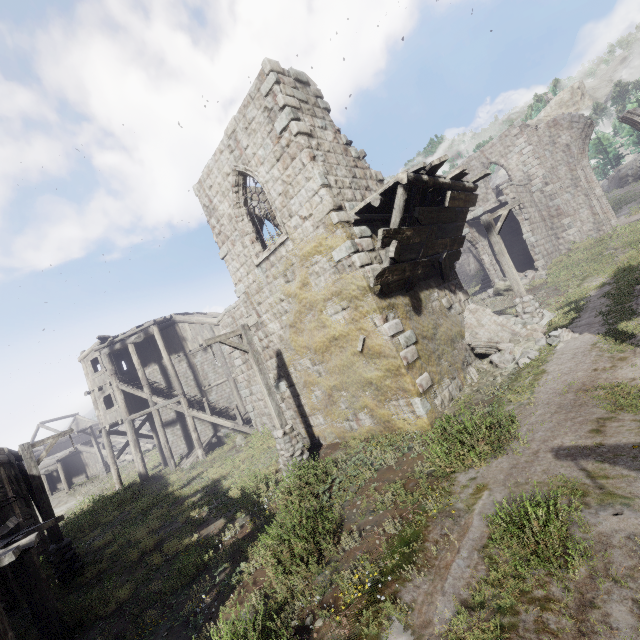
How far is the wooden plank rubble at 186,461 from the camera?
→ 20.81m

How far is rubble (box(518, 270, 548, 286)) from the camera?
20.02m

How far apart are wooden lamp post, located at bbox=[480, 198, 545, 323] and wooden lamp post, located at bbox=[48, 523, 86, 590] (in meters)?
17.46

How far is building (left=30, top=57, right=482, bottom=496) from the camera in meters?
9.0

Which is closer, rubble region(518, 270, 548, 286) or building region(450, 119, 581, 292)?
rubble region(518, 270, 548, 286)

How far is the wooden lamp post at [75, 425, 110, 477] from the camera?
29.6m

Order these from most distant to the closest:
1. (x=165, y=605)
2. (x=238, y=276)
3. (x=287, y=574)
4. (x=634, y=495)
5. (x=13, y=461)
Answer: (x=13, y=461) → (x=238, y=276) → (x=165, y=605) → (x=287, y=574) → (x=634, y=495)

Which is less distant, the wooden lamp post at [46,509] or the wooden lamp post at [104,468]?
the wooden lamp post at [46,509]
